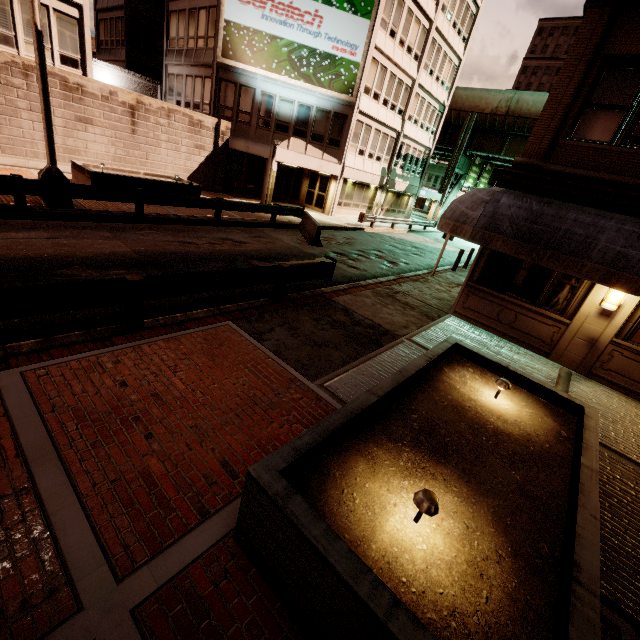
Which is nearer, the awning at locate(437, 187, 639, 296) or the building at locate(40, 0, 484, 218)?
the awning at locate(437, 187, 639, 296)

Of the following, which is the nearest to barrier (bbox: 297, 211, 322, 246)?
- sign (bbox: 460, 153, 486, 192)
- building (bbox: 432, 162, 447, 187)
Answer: sign (bbox: 460, 153, 486, 192)

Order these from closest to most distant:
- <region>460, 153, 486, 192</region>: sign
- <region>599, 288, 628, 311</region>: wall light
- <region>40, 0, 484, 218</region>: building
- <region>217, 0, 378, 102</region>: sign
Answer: <region>599, 288, 628, 311</region>: wall light → <region>217, 0, 378, 102</region>: sign → <region>40, 0, 484, 218</region>: building → <region>460, 153, 486, 192</region>: sign

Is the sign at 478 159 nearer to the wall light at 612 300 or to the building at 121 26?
the building at 121 26

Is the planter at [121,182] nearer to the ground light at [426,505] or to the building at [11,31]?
the building at [11,31]

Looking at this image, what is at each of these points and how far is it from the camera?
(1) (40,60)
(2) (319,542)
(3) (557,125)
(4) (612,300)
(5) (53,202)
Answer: (1) street light, 9.43m
(2) planter, 2.29m
(3) building, 8.15m
(4) wall light, 8.00m
(5) street light, 10.88m

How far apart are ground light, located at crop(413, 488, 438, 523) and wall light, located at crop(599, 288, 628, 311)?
8.4m

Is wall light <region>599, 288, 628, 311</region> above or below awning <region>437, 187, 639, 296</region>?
below
